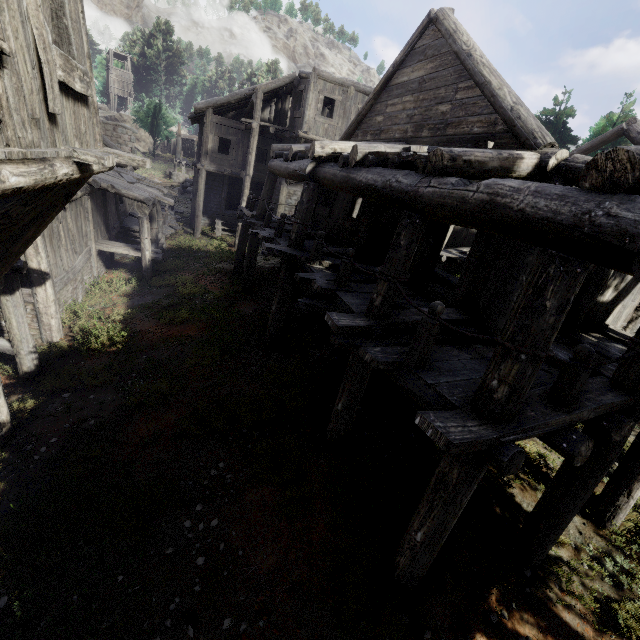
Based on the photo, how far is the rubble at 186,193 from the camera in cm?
2975

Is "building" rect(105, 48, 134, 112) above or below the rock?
above

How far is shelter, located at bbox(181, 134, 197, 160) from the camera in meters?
47.0 m

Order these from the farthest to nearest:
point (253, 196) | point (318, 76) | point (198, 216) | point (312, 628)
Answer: point (198, 216) → point (318, 76) → point (253, 196) → point (312, 628)

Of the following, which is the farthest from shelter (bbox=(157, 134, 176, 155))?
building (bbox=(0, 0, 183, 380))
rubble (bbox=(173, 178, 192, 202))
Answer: building (bbox=(0, 0, 183, 380))

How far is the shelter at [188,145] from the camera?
47.0m

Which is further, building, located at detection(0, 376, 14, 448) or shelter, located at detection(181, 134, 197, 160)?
shelter, located at detection(181, 134, 197, 160)

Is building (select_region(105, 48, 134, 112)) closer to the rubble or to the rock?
the rock
